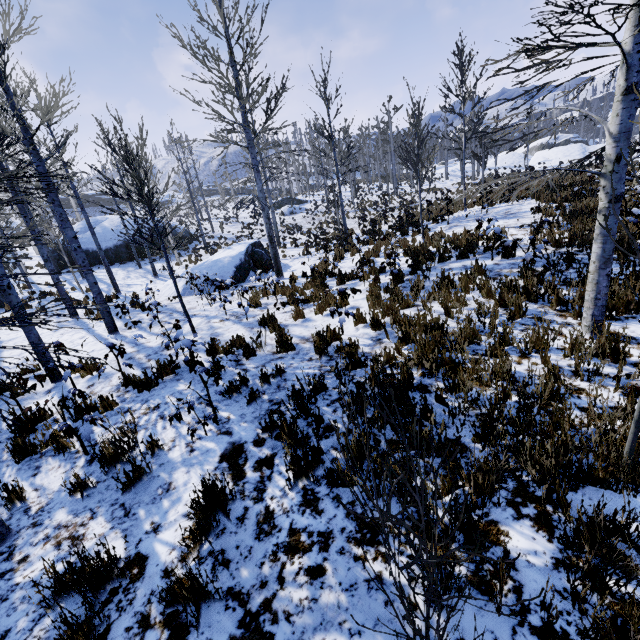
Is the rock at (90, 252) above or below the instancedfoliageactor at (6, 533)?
above

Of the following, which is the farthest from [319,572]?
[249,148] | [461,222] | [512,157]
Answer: [512,157]

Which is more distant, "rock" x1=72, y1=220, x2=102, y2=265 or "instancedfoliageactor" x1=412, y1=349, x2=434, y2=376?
"rock" x1=72, y1=220, x2=102, y2=265

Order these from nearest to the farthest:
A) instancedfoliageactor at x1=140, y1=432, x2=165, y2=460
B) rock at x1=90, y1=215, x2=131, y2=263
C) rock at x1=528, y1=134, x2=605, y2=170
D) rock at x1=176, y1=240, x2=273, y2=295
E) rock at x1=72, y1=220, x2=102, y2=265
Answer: instancedfoliageactor at x1=140, y1=432, x2=165, y2=460 < rock at x1=176, y1=240, x2=273, y2=295 < rock at x1=72, y1=220, x2=102, y2=265 < rock at x1=90, y1=215, x2=131, y2=263 < rock at x1=528, y1=134, x2=605, y2=170

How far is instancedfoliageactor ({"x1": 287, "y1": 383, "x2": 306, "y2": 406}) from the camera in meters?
4.0 m
